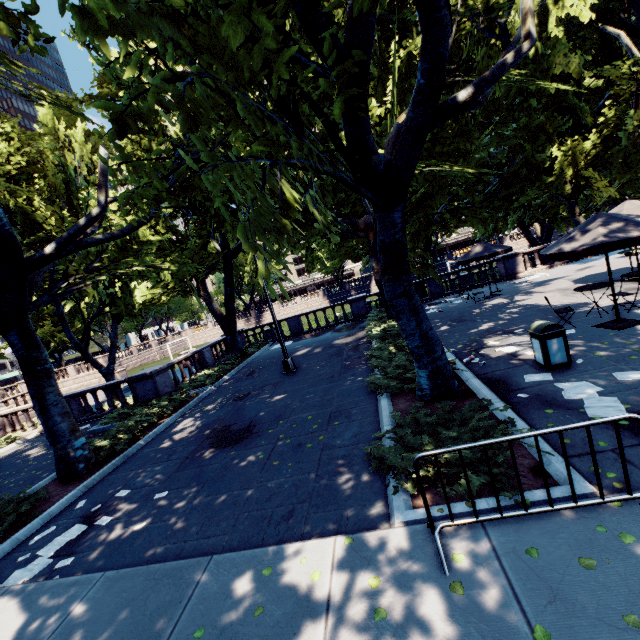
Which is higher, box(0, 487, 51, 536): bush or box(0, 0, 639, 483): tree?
box(0, 0, 639, 483): tree

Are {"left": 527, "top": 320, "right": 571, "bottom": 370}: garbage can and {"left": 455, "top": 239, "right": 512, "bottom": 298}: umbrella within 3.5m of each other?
no

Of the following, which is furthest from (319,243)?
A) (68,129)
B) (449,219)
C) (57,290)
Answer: (68,129)

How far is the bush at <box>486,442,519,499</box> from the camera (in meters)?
3.87

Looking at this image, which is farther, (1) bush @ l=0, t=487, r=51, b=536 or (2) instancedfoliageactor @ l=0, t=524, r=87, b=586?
(1) bush @ l=0, t=487, r=51, b=536

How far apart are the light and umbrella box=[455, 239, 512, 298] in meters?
10.2 m

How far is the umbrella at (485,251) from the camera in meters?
16.0

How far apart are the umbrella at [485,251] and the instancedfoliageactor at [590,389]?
11.01m
